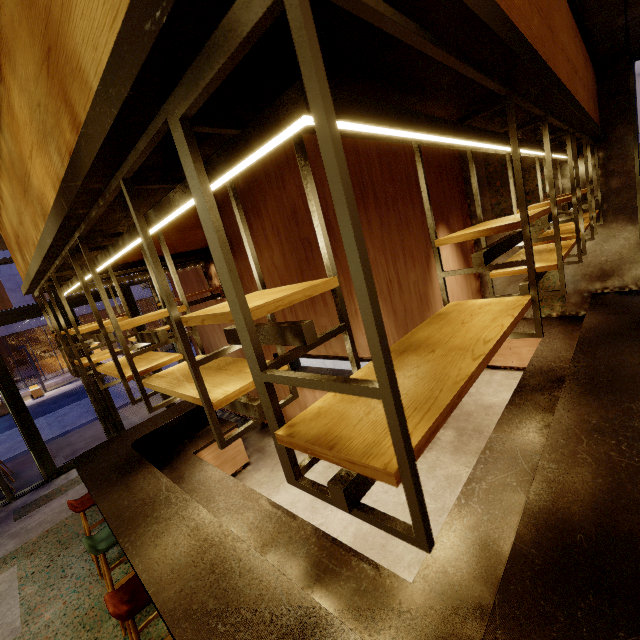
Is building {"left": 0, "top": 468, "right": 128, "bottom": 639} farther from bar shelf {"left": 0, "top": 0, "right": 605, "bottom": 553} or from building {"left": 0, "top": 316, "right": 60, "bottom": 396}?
building {"left": 0, "top": 316, "right": 60, "bottom": 396}

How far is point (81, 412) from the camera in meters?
12.6 m

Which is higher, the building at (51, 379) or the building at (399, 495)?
the building at (399, 495)

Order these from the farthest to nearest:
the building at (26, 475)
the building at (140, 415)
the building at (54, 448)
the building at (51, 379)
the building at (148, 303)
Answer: the building at (148, 303) < the building at (51, 379) < the building at (140, 415) < the building at (54, 448) < the building at (26, 475)

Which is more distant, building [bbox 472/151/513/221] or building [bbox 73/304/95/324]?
building [bbox 73/304/95/324]

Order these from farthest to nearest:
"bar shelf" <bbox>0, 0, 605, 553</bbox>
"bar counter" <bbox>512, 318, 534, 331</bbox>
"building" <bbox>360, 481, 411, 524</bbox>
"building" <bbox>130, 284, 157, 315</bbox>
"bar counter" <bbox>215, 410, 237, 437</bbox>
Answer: "building" <bbox>130, 284, 157, 315</bbox> → "bar counter" <bbox>512, 318, 534, 331</bbox> → "bar counter" <bbox>215, 410, 237, 437</bbox> → "building" <bbox>360, 481, 411, 524</bbox> → "bar shelf" <bbox>0, 0, 605, 553</bbox>

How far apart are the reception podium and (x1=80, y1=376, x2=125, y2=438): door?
22.08m
